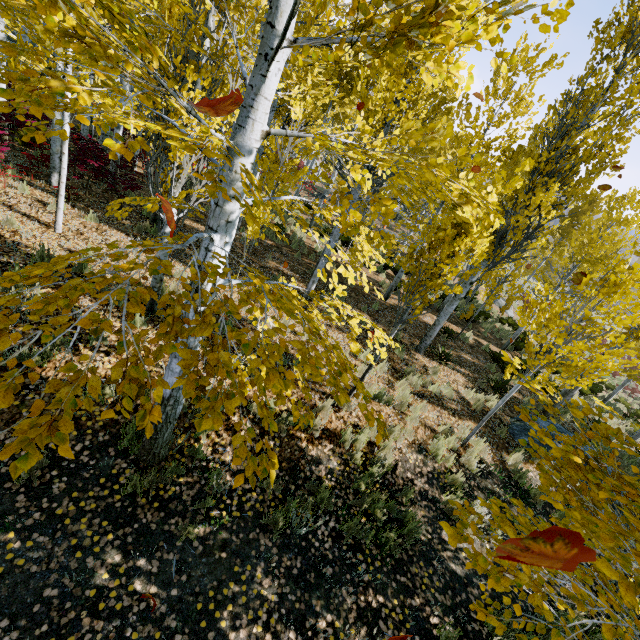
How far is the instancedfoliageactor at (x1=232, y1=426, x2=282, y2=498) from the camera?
1.37m

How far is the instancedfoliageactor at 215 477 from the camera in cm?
393

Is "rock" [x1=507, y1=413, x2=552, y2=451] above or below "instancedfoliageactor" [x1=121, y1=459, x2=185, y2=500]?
above

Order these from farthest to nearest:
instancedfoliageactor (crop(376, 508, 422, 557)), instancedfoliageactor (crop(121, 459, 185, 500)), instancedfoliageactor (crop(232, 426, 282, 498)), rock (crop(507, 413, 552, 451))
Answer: rock (crop(507, 413, 552, 451)), instancedfoliageactor (crop(376, 508, 422, 557)), instancedfoliageactor (crop(121, 459, 185, 500)), instancedfoliageactor (crop(232, 426, 282, 498))

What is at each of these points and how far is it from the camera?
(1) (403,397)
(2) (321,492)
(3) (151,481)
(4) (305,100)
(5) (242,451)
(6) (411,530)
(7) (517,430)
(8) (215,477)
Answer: (1) instancedfoliageactor, 7.2m
(2) instancedfoliageactor, 4.6m
(3) instancedfoliageactor, 3.9m
(4) instancedfoliageactor, 9.5m
(5) instancedfoliageactor, 1.4m
(6) instancedfoliageactor, 4.8m
(7) rock, 8.1m
(8) instancedfoliageactor, 4.0m

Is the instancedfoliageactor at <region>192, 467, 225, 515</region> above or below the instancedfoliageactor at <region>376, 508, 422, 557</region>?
above
